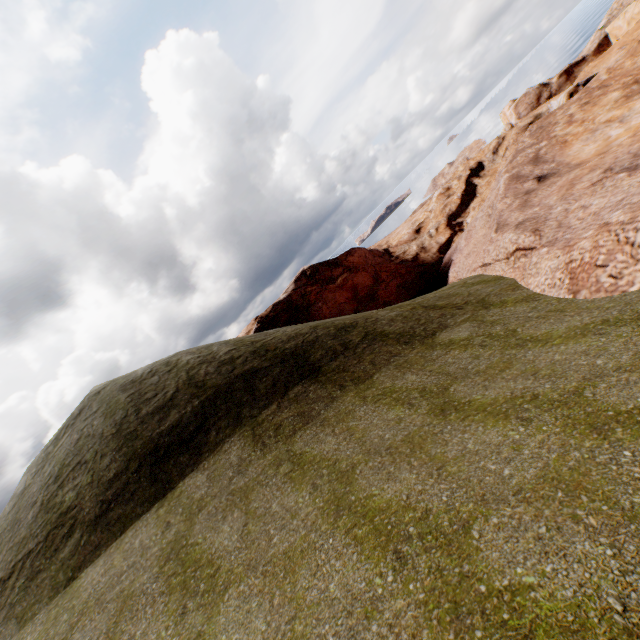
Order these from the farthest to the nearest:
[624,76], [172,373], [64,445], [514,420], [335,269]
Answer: [335,269] → [624,76] → [172,373] → [64,445] → [514,420]
